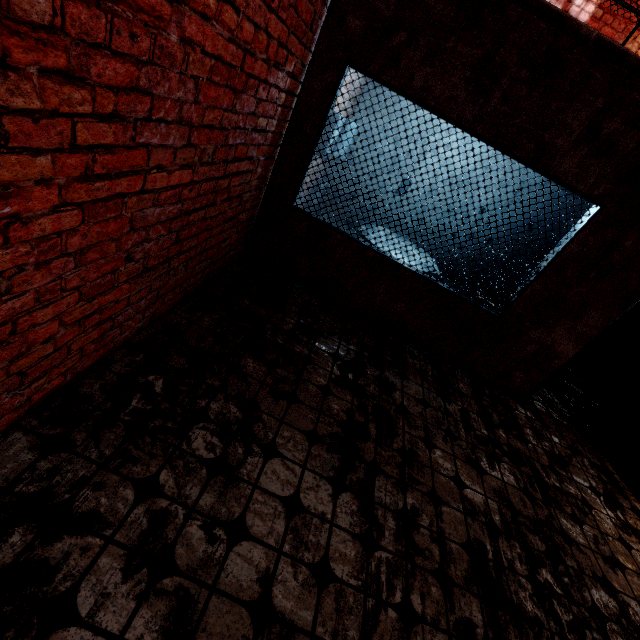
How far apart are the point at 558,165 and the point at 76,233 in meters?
3.7 m

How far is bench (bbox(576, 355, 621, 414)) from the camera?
4.5m

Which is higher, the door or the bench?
the bench

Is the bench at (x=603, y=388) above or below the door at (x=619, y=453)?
above

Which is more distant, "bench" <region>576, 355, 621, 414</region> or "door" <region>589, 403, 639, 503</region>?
"bench" <region>576, 355, 621, 414</region>

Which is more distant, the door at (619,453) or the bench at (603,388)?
the bench at (603,388)
